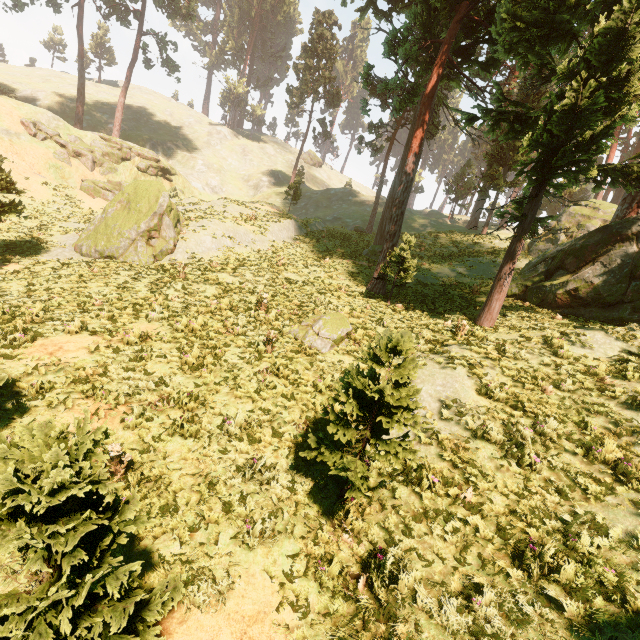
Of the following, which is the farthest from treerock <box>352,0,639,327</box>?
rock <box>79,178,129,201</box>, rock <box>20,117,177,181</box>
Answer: rock <box>79,178,129,201</box>

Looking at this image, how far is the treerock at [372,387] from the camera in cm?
526

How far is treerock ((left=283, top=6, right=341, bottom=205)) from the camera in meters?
44.2 m

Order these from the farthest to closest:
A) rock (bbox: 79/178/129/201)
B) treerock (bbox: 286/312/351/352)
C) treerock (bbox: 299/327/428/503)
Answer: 1. rock (bbox: 79/178/129/201)
2. treerock (bbox: 286/312/351/352)
3. treerock (bbox: 299/327/428/503)

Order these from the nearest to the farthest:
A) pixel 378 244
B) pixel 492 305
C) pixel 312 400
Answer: pixel 312 400, pixel 492 305, pixel 378 244

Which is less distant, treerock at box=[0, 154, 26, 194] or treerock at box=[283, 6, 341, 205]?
treerock at box=[0, 154, 26, 194]

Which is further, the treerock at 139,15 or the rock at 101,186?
the treerock at 139,15
